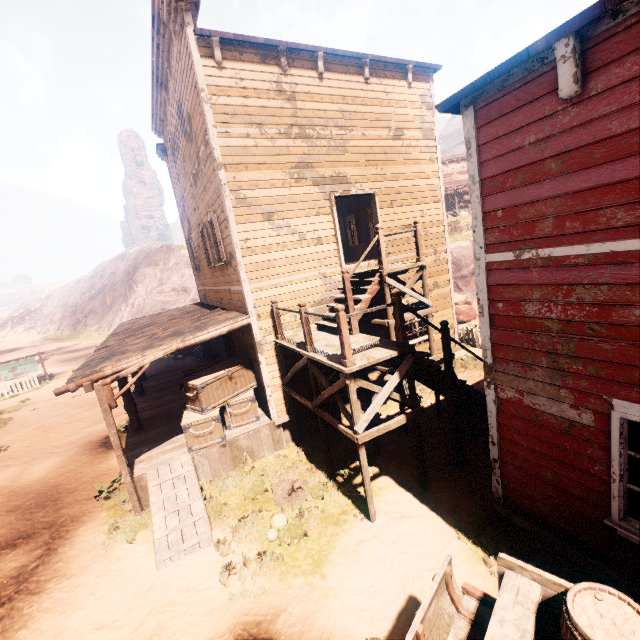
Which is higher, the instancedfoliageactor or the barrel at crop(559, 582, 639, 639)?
the barrel at crop(559, 582, 639, 639)

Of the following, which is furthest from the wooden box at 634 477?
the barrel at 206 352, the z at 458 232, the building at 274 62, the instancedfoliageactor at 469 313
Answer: the barrel at 206 352

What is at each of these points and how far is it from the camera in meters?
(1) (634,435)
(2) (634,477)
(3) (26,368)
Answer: (1) wooden box, 3.8
(2) wooden box, 3.9
(3) sign, 23.0

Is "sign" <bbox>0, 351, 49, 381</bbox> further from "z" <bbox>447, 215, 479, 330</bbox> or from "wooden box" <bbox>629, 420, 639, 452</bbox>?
"wooden box" <bbox>629, 420, 639, 452</bbox>

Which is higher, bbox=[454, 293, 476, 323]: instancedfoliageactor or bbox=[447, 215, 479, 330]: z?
bbox=[447, 215, 479, 330]: z

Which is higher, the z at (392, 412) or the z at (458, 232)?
the z at (458, 232)

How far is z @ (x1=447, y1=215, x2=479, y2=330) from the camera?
24.2m

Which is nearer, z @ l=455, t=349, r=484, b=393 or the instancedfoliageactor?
z @ l=455, t=349, r=484, b=393
